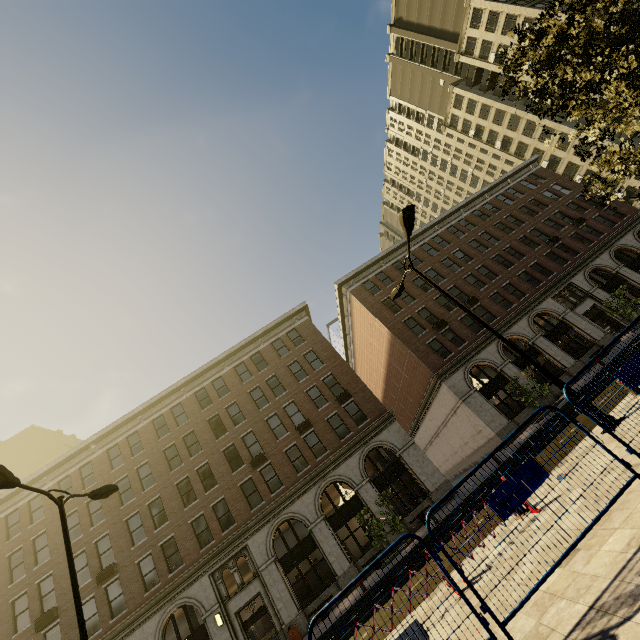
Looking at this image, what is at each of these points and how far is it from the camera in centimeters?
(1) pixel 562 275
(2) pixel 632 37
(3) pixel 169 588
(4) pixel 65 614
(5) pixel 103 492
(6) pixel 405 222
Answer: (1) building, 3008cm
(2) tree, 685cm
(3) building, 2061cm
(4) building, 2073cm
(5) street light, 1052cm
(6) street light, 1058cm

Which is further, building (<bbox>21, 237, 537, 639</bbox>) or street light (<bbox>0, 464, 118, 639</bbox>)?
building (<bbox>21, 237, 537, 639</bbox>)

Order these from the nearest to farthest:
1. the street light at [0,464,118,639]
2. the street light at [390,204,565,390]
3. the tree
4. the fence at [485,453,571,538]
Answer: the fence at [485,453,571,538] → the tree → the street light at [0,464,118,639] → the street light at [390,204,565,390]

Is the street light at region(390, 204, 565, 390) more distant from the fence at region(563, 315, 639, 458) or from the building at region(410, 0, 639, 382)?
the building at region(410, 0, 639, 382)

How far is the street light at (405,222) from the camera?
9.2m

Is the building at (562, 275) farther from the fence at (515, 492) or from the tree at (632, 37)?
the fence at (515, 492)

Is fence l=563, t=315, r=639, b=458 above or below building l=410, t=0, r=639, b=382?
below

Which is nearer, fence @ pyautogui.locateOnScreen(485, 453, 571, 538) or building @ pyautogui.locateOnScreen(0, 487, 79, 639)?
fence @ pyautogui.locateOnScreen(485, 453, 571, 538)
